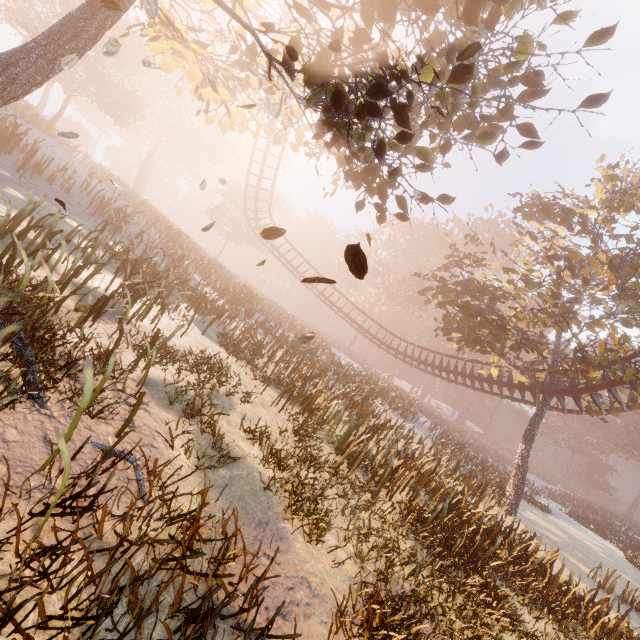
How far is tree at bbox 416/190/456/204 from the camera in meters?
7.8 m

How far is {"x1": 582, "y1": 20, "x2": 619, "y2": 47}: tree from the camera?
5.6m

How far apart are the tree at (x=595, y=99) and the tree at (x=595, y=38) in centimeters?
75cm

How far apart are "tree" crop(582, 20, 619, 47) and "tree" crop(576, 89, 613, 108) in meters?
0.8 m

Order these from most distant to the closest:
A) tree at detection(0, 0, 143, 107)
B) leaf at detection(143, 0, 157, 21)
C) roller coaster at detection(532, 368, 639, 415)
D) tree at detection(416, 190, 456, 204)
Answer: roller coaster at detection(532, 368, 639, 415) → tree at detection(416, 190, 456, 204) → tree at detection(0, 0, 143, 107) → leaf at detection(143, 0, 157, 21)

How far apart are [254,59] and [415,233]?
43.8m

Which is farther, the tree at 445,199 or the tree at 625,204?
the tree at 625,204

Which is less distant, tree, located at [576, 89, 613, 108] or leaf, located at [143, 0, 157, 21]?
leaf, located at [143, 0, 157, 21]
